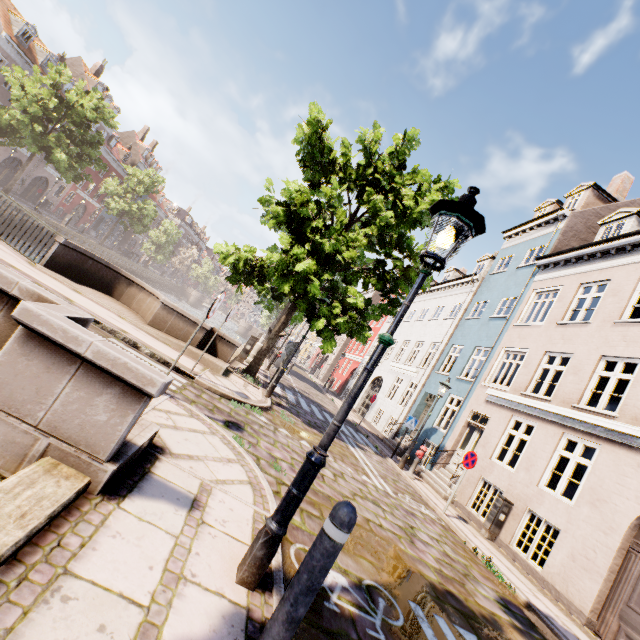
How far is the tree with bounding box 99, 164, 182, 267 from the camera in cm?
3622

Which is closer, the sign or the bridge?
the bridge

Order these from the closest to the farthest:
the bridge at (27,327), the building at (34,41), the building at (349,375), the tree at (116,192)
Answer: the bridge at (27,327)
the building at (34,41)
the building at (349,375)
the tree at (116,192)

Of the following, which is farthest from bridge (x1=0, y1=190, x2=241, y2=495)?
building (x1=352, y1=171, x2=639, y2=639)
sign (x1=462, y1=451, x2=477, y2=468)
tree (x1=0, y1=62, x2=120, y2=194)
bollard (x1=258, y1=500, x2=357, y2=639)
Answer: building (x1=352, y1=171, x2=639, y2=639)

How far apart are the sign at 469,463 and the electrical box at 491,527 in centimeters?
162cm

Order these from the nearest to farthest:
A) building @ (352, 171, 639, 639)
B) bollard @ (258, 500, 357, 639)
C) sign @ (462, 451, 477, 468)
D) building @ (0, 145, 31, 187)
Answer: bollard @ (258, 500, 357, 639) → building @ (352, 171, 639, 639) → sign @ (462, 451, 477, 468) → building @ (0, 145, 31, 187)

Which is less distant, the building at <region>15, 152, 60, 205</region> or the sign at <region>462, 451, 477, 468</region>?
the sign at <region>462, 451, 477, 468</region>

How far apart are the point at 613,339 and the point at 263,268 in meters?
11.0 m
